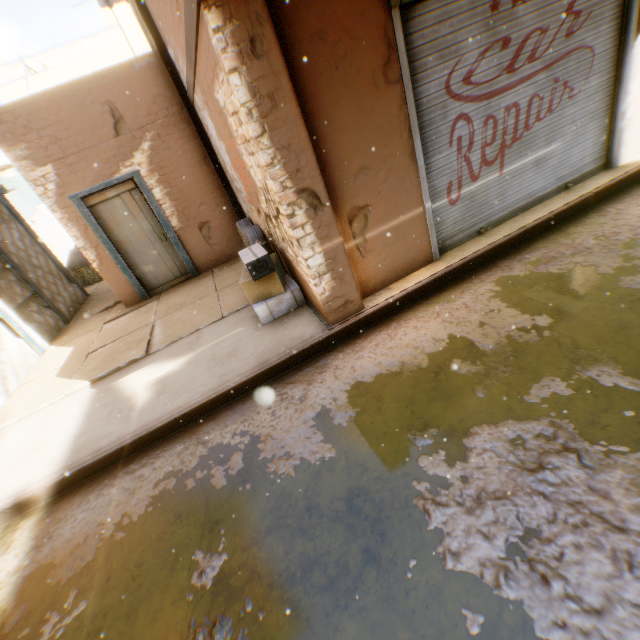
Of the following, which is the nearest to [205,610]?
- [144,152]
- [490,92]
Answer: [490,92]

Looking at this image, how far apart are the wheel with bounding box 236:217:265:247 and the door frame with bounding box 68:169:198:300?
0.78m

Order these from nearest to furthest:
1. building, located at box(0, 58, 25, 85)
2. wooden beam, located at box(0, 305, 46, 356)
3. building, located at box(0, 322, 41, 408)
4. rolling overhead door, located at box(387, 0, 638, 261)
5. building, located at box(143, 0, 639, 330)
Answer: building, located at box(143, 0, 639, 330)
rolling overhead door, located at box(387, 0, 638, 261)
building, located at box(0, 322, 41, 408)
wooden beam, located at box(0, 305, 46, 356)
building, located at box(0, 58, 25, 85)

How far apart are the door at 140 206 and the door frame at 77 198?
0.00m

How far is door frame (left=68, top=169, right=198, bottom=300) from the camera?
6.6 meters

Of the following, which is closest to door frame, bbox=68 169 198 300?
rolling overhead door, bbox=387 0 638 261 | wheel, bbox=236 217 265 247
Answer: wheel, bbox=236 217 265 247

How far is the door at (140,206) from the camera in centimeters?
677cm

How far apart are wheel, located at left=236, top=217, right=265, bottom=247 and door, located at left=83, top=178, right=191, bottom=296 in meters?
0.4 m
